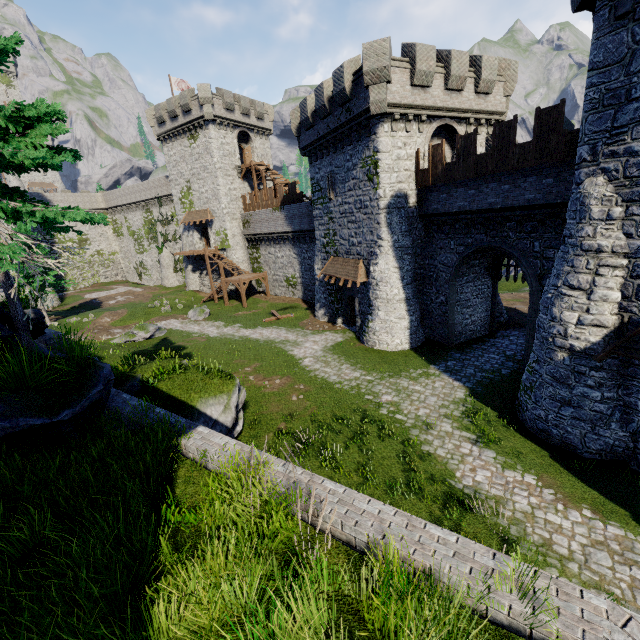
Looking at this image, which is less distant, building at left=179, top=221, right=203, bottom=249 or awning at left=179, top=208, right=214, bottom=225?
awning at left=179, top=208, right=214, bottom=225

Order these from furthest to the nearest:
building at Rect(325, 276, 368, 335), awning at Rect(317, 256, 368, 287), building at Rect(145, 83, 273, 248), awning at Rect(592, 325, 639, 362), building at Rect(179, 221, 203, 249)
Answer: building at Rect(179, 221, 203, 249) < building at Rect(145, 83, 273, 248) < building at Rect(325, 276, 368, 335) < awning at Rect(317, 256, 368, 287) < awning at Rect(592, 325, 639, 362)

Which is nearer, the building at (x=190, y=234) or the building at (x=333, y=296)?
the building at (x=333, y=296)

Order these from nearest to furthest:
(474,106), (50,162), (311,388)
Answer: (50,162) → (311,388) → (474,106)

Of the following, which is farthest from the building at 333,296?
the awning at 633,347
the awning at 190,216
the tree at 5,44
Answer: the awning at 190,216

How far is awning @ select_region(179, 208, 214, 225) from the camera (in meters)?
39.31

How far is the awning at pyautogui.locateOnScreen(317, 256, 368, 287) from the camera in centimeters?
2188cm

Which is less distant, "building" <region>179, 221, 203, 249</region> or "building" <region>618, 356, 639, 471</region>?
"building" <region>618, 356, 639, 471</region>
